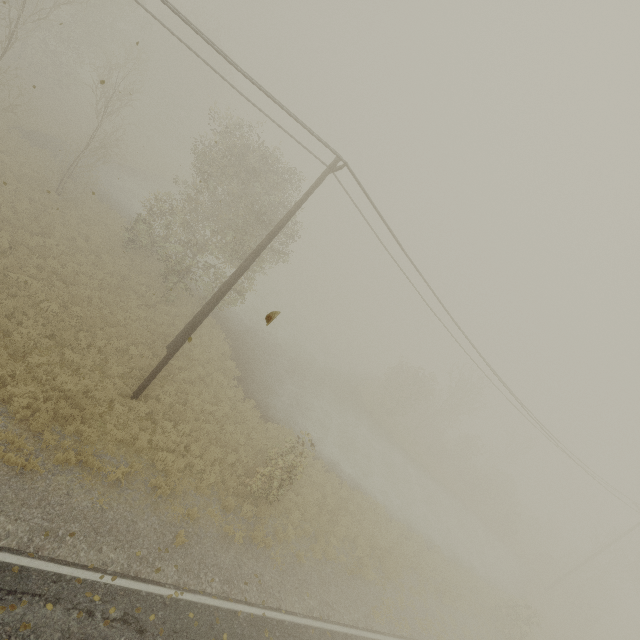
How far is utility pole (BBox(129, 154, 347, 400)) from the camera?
11.3 meters

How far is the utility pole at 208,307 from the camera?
11.3 meters

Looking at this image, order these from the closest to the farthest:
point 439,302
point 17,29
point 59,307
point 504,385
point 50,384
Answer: point 50,384 < point 59,307 < point 17,29 < point 439,302 < point 504,385
